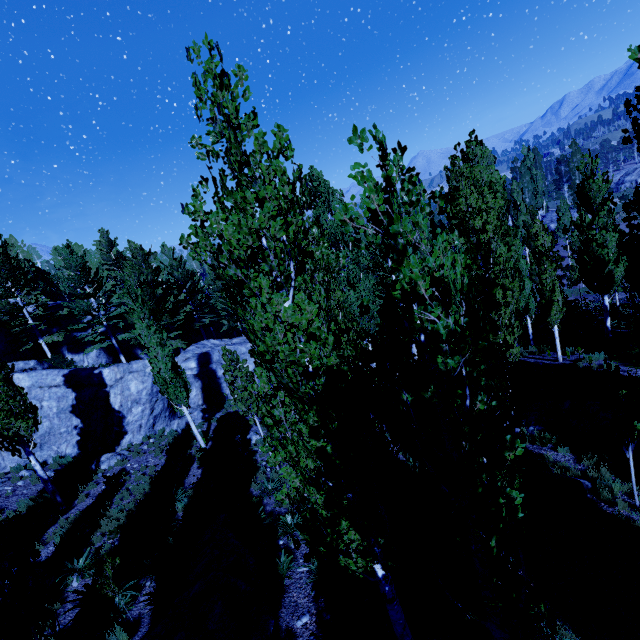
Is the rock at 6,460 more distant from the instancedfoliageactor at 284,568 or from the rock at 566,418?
the rock at 566,418

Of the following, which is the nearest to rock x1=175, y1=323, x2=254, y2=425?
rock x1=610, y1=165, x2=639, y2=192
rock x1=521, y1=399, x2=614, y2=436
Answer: rock x1=521, y1=399, x2=614, y2=436

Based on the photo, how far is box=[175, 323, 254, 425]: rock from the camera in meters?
22.8

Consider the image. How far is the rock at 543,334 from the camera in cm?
2133

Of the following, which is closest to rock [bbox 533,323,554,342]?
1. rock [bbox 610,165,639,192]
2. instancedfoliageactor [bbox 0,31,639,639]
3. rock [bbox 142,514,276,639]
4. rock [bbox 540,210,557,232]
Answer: instancedfoliageactor [bbox 0,31,639,639]

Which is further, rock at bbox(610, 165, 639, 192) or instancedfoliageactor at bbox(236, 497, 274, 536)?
rock at bbox(610, 165, 639, 192)

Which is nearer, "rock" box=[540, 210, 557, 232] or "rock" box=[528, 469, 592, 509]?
"rock" box=[528, 469, 592, 509]

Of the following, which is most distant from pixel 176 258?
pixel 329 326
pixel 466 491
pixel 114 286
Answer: pixel 466 491
